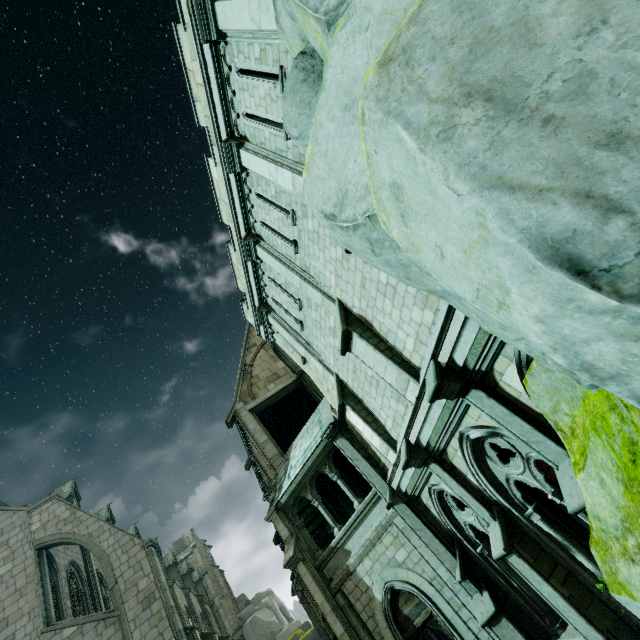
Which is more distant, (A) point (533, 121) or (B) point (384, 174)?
(B) point (384, 174)

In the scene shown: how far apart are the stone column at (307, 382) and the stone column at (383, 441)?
5.2 meters

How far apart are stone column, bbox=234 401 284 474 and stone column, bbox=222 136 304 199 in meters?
12.1

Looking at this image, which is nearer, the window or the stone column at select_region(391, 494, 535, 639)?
the stone column at select_region(391, 494, 535, 639)

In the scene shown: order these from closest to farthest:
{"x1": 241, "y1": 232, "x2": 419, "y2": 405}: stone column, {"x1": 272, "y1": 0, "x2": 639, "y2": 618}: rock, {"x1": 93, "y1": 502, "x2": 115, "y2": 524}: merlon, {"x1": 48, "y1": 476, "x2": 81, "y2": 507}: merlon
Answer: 1. {"x1": 272, "y1": 0, "x2": 639, "y2": 618}: rock
2. {"x1": 241, "y1": 232, "x2": 419, "y2": 405}: stone column
3. {"x1": 48, "y1": 476, "x2": 81, "y2": 507}: merlon
4. {"x1": 93, "y1": 502, "x2": 115, "y2": 524}: merlon

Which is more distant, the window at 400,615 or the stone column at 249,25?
the window at 400,615

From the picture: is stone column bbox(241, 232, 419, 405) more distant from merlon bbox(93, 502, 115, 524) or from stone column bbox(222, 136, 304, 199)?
merlon bbox(93, 502, 115, 524)

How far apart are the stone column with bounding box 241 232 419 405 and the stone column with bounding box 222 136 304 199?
2.0 meters
